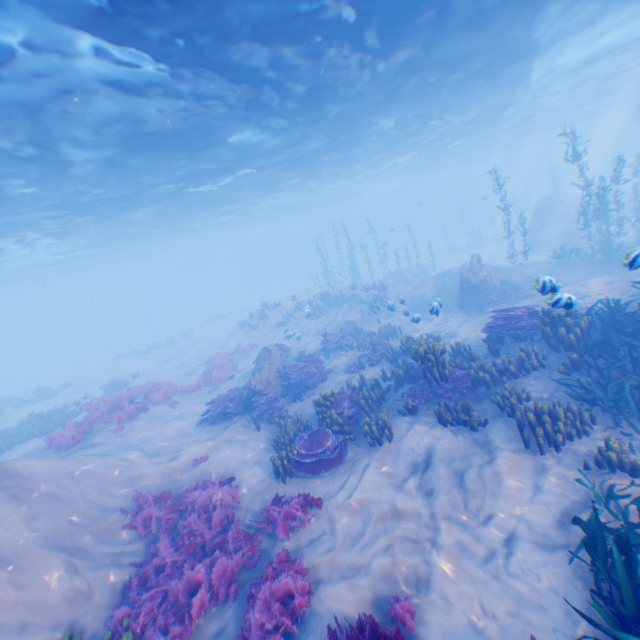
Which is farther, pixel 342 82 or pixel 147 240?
pixel 147 240

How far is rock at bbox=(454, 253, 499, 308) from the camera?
17.67m

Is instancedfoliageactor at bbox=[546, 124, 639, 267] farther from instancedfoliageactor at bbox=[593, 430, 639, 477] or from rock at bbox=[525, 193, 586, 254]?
instancedfoliageactor at bbox=[593, 430, 639, 477]

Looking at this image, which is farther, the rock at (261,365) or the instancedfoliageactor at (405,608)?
the rock at (261,365)

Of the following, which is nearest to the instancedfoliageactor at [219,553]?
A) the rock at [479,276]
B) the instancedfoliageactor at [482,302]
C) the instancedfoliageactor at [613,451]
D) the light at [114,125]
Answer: the instancedfoliageactor at [613,451]

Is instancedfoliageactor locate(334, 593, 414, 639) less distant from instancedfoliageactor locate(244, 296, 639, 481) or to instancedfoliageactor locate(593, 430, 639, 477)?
instancedfoliageactor locate(593, 430, 639, 477)

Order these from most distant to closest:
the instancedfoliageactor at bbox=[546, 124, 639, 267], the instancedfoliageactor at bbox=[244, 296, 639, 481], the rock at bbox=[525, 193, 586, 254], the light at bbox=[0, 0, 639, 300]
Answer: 1. the rock at bbox=[525, 193, 586, 254]
2. the instancedfoliageactor at bbox=[546, 124, 639, 267]
3. the light at bbox=[0, 0, 639, 300]
4. the instancedfoliageactor at bbox=[244, 296, 639, 481]

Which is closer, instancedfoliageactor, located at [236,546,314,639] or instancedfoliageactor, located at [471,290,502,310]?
instancedfoliageactor, located at [236,546,314,639]
